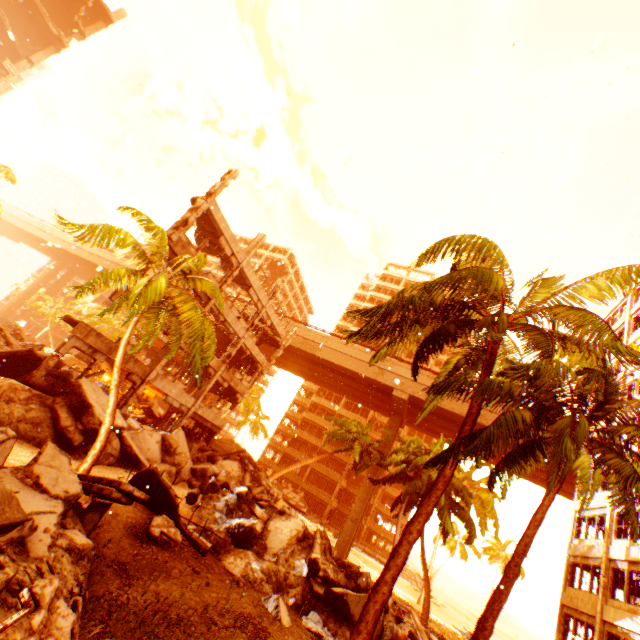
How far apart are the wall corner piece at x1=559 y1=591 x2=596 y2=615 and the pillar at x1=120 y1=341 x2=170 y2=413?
27.7m

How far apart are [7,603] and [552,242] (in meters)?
22.23

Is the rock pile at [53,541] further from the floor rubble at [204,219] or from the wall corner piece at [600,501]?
the floor rubble at [204,219]

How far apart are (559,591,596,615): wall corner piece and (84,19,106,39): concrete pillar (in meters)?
60.85

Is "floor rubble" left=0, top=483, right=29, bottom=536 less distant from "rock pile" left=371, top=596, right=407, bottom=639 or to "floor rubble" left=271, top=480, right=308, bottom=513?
A: "rock pile" left=371, top=596, right=407, bottom=639

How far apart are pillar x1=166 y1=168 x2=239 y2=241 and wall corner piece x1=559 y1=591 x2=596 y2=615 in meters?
30.3 m

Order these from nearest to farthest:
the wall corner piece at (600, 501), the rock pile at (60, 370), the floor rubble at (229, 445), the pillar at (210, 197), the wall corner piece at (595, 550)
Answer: the rock pile at (60, 370) → the pillar at (210, 197) → the wall corner piece at (595, 550) → the wall corner piece at (600, 501) → the floor rubble at (229, 445)

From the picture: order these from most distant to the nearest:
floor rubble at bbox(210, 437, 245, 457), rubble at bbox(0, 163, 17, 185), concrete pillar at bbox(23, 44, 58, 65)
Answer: concrete pillar at bbox(23, 44, 58, 65) → floor rubble at bbox(210, 437, 245, 457) → rubble at bbox(0, 163, 17, 185)
